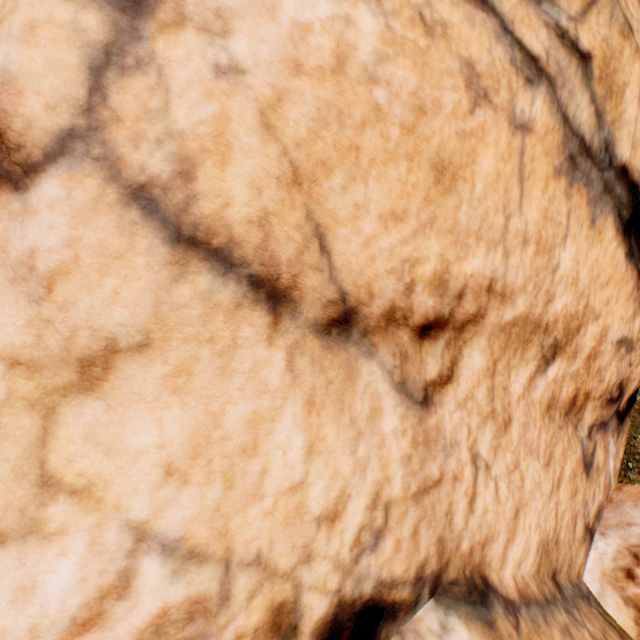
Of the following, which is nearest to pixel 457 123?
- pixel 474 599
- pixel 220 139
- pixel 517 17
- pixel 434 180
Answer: pixel 434 180
